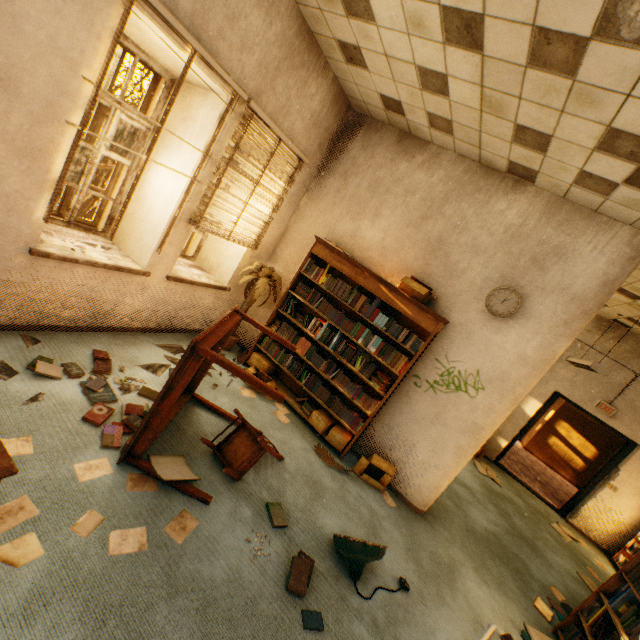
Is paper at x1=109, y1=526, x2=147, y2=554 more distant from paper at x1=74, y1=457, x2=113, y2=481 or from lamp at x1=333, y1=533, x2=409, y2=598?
lamp at x1=333, y1=533, x2=409, y2=598

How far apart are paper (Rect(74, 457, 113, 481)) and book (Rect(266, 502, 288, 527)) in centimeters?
132cm

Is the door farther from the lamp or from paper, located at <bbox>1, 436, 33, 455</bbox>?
paper, located at <bbox>1, 436, 33, 455</bbox>

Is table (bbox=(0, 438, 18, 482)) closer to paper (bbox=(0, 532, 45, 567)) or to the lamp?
paper (bbox=(0, 532, 45, 567))

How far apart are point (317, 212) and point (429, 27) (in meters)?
2.62

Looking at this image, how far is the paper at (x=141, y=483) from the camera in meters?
2.4 m

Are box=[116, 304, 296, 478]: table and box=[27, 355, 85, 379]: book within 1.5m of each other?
yes

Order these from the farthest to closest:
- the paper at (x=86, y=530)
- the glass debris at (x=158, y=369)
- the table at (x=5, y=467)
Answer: the glass debris at (x=158, y=369), the paper at (x=86, y=530), the table at (x=5, y=467)
